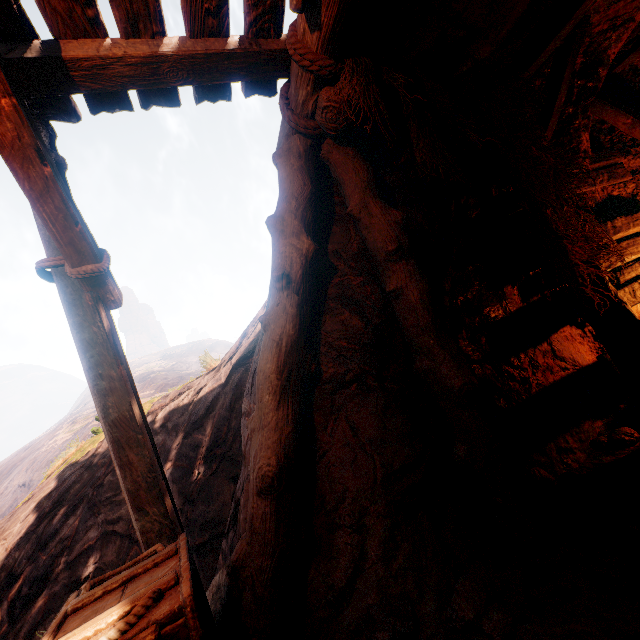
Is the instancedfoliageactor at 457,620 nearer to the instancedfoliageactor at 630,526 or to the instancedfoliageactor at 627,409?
Result: the instancedfoliageactor at 630,526

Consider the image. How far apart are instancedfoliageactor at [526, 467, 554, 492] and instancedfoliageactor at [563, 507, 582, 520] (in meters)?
0.52

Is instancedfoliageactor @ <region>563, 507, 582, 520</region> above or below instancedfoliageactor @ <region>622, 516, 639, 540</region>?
below

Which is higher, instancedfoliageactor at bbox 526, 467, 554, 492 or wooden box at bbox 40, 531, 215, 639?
wooden box at bbox 40, 531, 215, 639

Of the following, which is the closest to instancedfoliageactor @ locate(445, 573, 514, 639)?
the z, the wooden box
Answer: the z

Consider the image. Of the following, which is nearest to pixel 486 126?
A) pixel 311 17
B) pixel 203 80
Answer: pixel 311 17

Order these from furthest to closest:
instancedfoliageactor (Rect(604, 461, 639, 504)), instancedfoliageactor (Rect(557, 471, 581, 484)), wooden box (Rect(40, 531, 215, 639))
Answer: instancedfoliageactor (Rect(557, 471, 581, 484)) → instancedfoliageactor (Rect(604, 461, 639, 504)) → wooden box (Rect(40, 531, 215, 639))

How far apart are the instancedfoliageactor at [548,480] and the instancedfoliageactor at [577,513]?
0.5m
